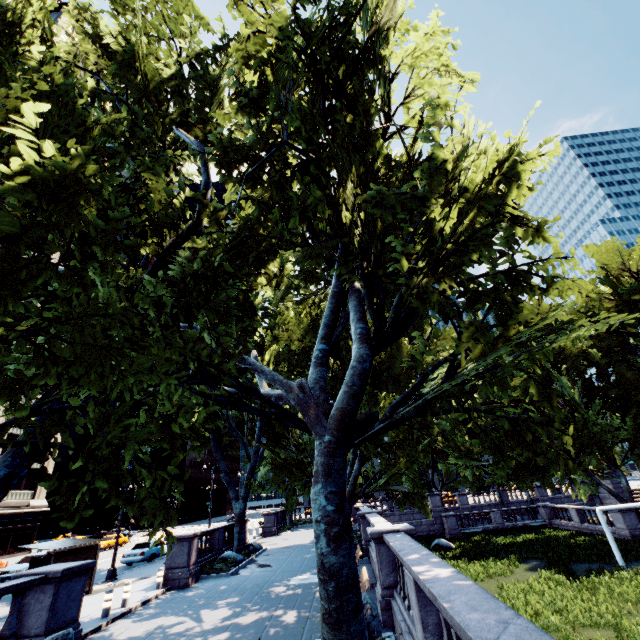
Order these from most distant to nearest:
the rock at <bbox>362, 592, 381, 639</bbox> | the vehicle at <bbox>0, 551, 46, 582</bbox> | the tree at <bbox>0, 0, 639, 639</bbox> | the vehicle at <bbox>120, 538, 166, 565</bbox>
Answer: the vehicle at <bbox>120, 538, 166, 565</bbox> < the vehicle at <bbox>0, 551, 46, 582</bbox> < the rock at <bbox>362, 592, 381, 639</bbox> < the tree at <bbox>0, 0, 639, 639</bbox>

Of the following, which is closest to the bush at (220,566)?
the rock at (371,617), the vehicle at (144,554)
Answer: the vehicle at (144,554)

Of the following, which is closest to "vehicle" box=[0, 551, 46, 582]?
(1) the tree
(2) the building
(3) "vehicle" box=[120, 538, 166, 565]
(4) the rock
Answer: (3) "vehicle" box=[120, 538, 166, 565]

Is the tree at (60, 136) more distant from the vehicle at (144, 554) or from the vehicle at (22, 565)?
the vehicle at (22, 565)

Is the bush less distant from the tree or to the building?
the tree

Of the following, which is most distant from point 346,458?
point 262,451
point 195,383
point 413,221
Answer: point 262,451

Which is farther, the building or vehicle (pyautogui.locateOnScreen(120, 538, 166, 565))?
the building

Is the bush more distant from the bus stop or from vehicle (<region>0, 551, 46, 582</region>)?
vehicle (<region>0, 551, 46, 582</region>)
